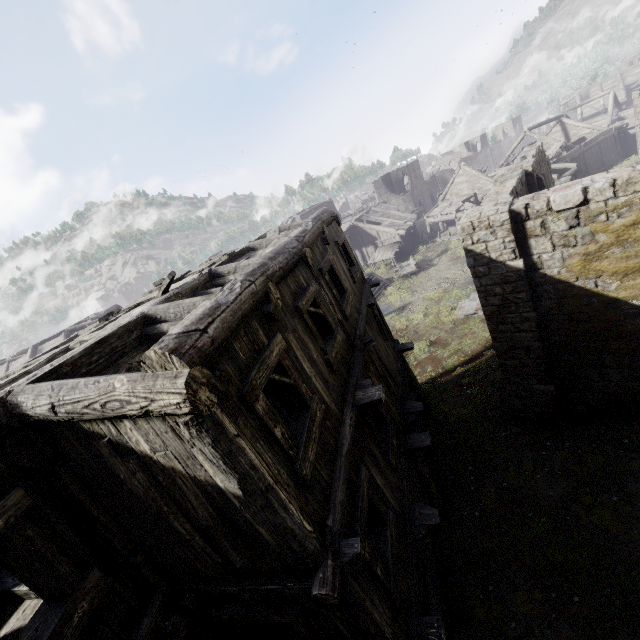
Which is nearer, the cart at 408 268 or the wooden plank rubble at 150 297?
the wooden plank rubble at 150 297

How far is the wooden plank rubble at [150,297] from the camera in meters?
6.5 m

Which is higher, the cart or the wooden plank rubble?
the wooden plank rubble

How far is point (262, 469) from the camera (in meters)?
3.23

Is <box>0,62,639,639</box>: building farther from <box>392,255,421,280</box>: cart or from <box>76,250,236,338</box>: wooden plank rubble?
<box>392,255,421,280</box>: cart

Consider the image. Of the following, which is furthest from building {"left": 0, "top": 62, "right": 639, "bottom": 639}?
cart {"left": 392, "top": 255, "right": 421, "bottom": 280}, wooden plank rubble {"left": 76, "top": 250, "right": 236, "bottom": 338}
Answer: cart {"left": 392, "top": 255, "right": 421, "bottom": 280}
